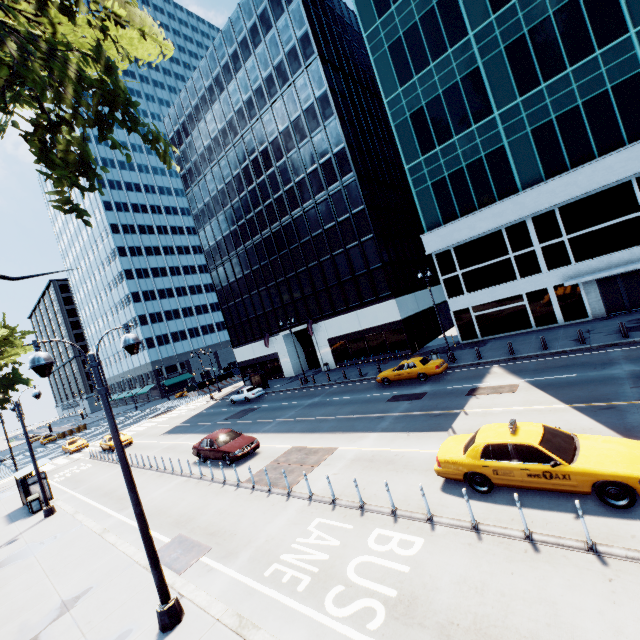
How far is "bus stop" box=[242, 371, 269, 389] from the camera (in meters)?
39.88

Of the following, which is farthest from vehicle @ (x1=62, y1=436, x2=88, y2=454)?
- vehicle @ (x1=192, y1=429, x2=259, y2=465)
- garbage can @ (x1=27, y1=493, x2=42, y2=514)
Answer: vehicle @ (x1=192, y1=429, x2=259, y2=465)

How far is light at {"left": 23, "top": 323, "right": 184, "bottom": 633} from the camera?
7.2 meters

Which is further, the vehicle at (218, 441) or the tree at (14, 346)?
the tree at (14, 346)

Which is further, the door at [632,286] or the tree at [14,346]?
the tree at [14,346]

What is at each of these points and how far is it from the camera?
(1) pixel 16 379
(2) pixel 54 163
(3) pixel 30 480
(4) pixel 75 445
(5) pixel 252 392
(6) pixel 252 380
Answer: (1) tree, 32.00m
(2) tree, 5.63m
(3) bus stop, 20.28m
(4) vehicle, 37.66m
(5) vehicle, 35.28m
(6) bus stop, 42.19m

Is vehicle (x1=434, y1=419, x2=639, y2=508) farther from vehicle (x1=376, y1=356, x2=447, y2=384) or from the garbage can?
the garbage can

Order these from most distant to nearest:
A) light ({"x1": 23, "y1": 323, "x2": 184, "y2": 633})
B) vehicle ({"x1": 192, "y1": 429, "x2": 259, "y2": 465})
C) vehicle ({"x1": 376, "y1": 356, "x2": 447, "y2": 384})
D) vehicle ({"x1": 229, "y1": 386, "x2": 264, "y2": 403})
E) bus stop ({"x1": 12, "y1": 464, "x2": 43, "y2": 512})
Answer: vehicle ({"x1": 229, "y1": 386, "x2": 264, "y2": 403}), vehicle ({"x1": 376, "y1": 356, "x2": 447, "y2": 384}), bus stop ({"x1": 12, "y1": 464, "x2": 43, "y2": 512}), vehicle ({"x1": 192, "y1": 429, "x2": 259, "y2": 465}), light ({"x1": 23, "y1": 323, "x2": 184, "y2": 633})
